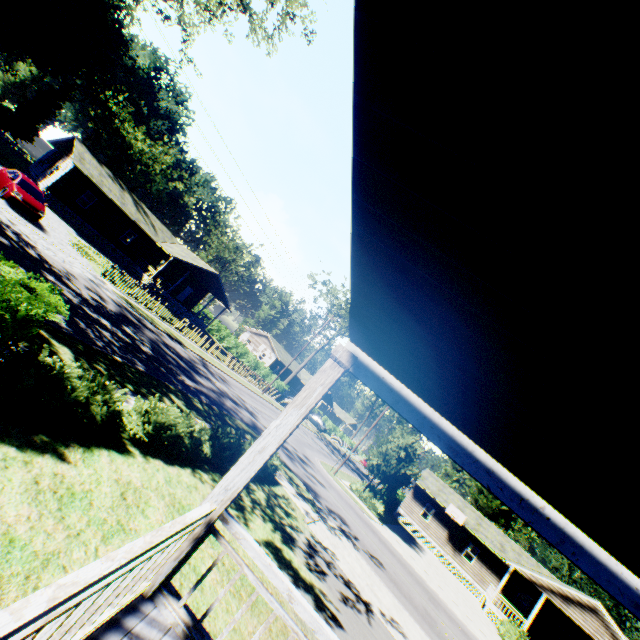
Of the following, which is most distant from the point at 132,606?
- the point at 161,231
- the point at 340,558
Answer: the point at 161,231

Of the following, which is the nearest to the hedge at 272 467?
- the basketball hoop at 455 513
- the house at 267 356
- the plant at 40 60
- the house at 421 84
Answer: the house at 421 84

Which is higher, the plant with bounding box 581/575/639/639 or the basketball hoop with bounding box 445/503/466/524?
the plant with bounding box 581/575/639/639

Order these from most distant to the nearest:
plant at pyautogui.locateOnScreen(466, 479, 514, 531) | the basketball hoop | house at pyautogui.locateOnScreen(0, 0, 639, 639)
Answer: plant at pyautogui.locateOnScreen(466, 479, 514, 531) < the basketball hoop < house at pyautogui.locateOnScreen(0, 0, 639, 639)

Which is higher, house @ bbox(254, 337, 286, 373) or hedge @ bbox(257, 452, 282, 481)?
house @ bbox(254, 337, 286, 373)

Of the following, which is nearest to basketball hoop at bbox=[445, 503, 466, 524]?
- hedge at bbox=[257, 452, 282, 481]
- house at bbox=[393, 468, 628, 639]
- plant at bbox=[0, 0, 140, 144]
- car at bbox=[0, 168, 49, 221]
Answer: house at bbox=[393, 468, 628, 639]

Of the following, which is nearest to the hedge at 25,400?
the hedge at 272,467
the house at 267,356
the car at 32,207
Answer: the hedge at 272,467

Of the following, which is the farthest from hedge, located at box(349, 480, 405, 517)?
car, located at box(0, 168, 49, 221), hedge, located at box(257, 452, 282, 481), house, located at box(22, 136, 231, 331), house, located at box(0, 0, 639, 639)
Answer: car, located at box(0, 168, 49, 221)
